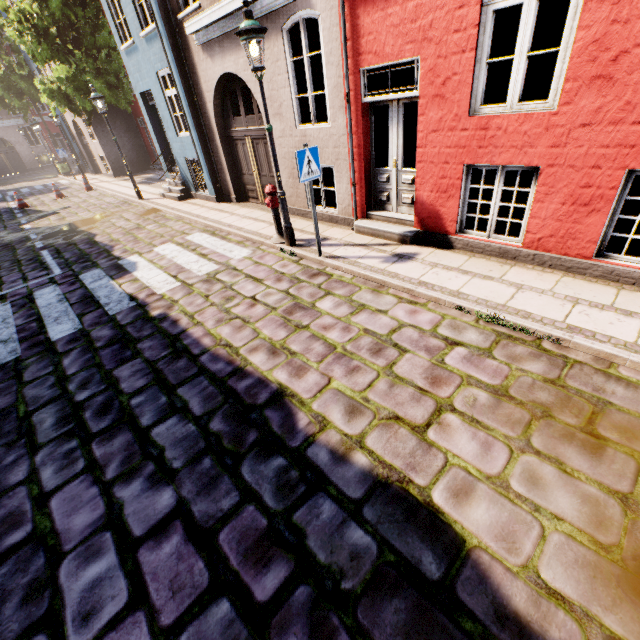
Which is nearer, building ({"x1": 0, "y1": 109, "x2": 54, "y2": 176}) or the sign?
the sign

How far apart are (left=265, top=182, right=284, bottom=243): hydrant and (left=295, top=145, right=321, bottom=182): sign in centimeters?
146cm

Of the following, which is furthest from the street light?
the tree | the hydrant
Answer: the tree

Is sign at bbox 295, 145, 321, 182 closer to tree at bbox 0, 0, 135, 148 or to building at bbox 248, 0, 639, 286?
building at bbox 248, 0, 639, 286

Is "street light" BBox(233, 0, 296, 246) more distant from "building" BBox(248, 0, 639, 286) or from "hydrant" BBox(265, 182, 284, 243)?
"building" BBox(248, 0, 639, 286)

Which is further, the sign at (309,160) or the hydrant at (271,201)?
the hydrant at (271,201)

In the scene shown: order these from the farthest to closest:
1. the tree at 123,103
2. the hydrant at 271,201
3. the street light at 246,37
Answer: the tree at 123,103
the hydrant at 271,201
the street light at 246,37

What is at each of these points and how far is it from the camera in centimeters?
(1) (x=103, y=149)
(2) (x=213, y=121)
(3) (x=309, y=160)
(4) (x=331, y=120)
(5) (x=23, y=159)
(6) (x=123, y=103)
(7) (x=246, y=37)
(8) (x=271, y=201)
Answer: (1) building, 1942cm
(2) building, 955cm
(3) sign, 533cm
(4) building, 653cm
(5) building, 3281cm
(6) tree, 1645cm
(7) street light, 493cm
(8) hydrant, 675cm
